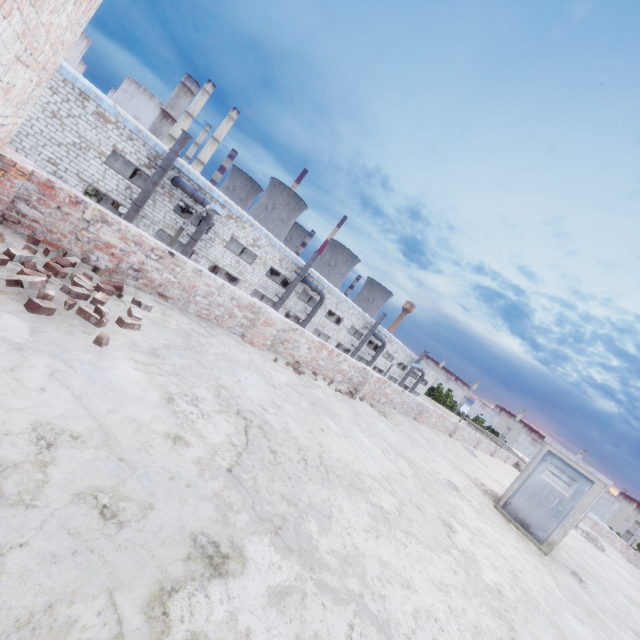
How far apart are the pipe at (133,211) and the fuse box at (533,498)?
23.0m

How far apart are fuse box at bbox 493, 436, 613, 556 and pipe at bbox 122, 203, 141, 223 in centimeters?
2302cm

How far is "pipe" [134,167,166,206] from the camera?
19.94m

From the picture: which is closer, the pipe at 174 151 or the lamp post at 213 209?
the lamp post at 213 209

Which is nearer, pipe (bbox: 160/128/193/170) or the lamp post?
the lamp post

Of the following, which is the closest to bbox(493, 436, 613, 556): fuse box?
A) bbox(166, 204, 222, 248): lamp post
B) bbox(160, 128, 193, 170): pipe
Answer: bbox(166, 204, 222, 248): lamp post

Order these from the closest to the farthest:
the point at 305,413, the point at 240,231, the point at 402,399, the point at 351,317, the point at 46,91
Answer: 1. the point at 305,413
2. the point at 402,399
3. the point at 46,91
4. the point at 240,231
5. the point at 351,317

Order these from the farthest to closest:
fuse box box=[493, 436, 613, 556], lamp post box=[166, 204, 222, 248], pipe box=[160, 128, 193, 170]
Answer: pipe box=[160, 128, 193, 170] < lamp post box=[166, 204, 222, 248] < fuse box box=[493, 436, 613, 556]
